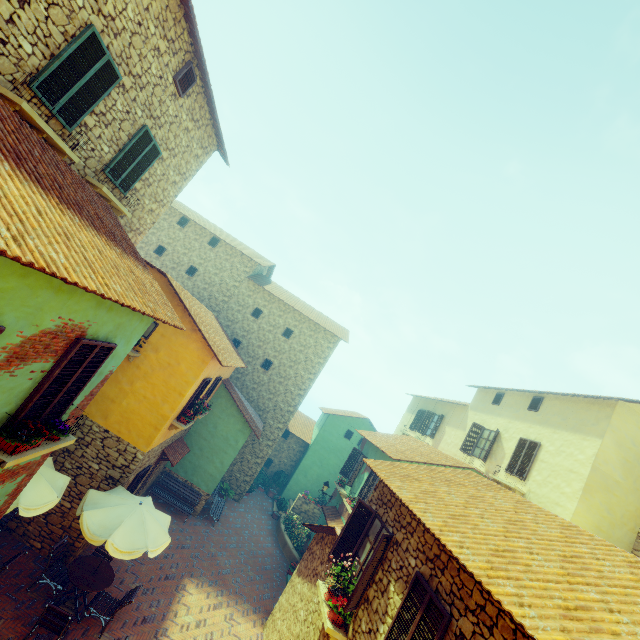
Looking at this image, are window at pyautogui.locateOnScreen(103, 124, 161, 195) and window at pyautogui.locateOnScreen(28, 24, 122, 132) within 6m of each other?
yes

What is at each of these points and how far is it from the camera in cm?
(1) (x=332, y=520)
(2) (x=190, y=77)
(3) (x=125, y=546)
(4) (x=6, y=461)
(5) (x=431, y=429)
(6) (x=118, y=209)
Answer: Result:
(1) door eaves, 1515
(2) window, 867
(3) table, 789
(4) window sill, 430
(5) window, 2092
(6) window sill, 896

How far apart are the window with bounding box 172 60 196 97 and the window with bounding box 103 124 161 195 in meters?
1.3 m

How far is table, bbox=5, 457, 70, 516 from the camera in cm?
718

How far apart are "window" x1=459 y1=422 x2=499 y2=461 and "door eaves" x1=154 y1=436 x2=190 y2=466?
13.4 meters

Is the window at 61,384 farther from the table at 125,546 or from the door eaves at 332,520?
the table at 125,546

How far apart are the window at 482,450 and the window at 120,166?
17.30m

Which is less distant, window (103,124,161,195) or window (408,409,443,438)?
window (103,124,161,195)
